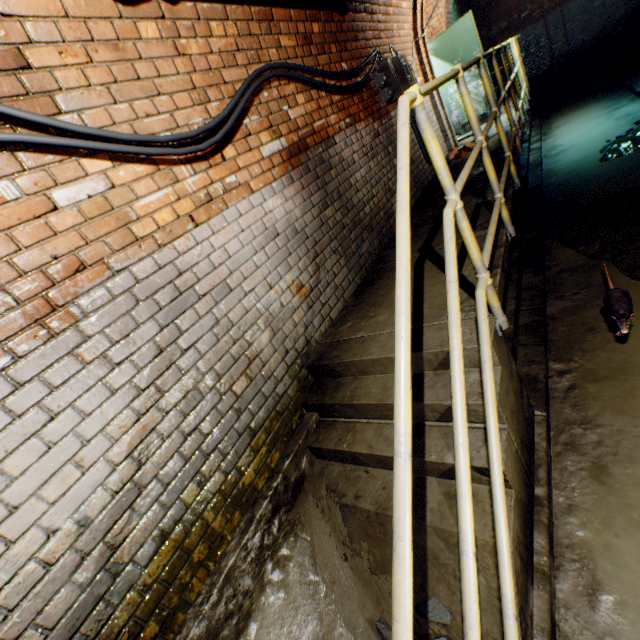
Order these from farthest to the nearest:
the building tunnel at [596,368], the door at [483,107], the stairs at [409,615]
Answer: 1. the door at [483,107]
2. the building tunnel at [596,368]
3. the stairs at [409,615]

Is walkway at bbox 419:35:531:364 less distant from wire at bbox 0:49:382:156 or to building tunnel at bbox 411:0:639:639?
building tunnel at bbox 411:0:639:639

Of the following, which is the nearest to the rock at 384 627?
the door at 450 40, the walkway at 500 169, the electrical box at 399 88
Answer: the walkway at 500 169

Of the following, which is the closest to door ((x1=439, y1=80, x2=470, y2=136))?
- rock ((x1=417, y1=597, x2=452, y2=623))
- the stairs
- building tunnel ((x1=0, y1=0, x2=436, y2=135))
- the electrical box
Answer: building tunnel ((x1=0, y1=0, x2=436, y2=135))

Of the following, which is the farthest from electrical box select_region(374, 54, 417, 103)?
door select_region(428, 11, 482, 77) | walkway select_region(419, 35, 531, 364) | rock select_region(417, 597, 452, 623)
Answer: rock select_region(417, 597, 452, 623)

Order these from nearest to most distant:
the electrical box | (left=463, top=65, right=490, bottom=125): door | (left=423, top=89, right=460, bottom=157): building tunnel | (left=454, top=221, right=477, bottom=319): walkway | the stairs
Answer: the stairs, (left=454, top=221, right=477, bottom=319): walkway, the electrical box, (left=423, top=89, right=460, bottom=157): building tunnel, (left=463, top=65, right=490, bottom=125): door

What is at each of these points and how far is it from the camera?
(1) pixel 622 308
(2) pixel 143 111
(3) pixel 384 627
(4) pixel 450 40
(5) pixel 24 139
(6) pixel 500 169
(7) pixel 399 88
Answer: (1) rat, 2.29m
(2) building tunnel, 1.89m
(3) rock, 1.57m
(4) door, 7.02m
(5) wire, 1.40m
(6) walkway, 4.07m
(7) electrical box, 4.72m
